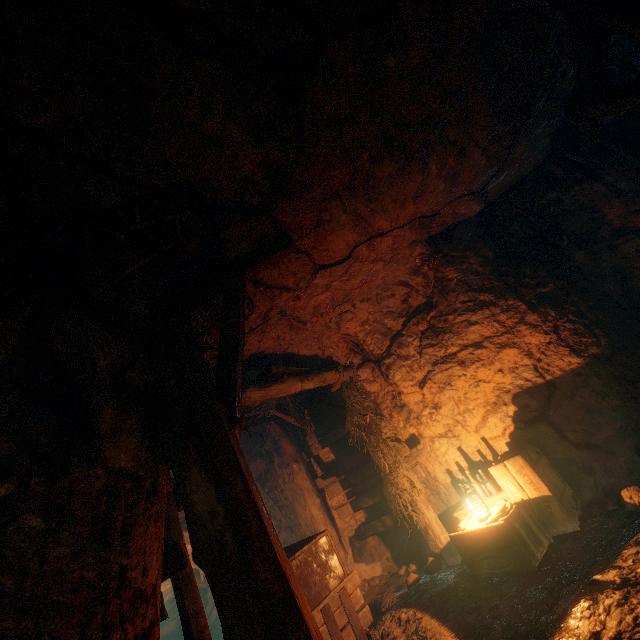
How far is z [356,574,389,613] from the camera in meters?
6.1 m

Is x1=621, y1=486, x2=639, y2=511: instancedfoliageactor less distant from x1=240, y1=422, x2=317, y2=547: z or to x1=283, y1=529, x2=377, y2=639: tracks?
x1=283, y1=529, x2=377, y2=639: tracks

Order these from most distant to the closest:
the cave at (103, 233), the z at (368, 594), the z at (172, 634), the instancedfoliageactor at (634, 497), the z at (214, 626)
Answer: the z at (172, 634) < the z at (214, 626) < the z at (368, 594) < the instancedfoliageactor at (634, 497) < the cave at (103, 233)

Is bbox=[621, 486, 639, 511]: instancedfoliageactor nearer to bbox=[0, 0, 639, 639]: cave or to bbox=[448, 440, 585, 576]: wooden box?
bbox=[0, 0, 639, 639]: cave

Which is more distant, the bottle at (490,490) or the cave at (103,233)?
the bottle at (490,490)

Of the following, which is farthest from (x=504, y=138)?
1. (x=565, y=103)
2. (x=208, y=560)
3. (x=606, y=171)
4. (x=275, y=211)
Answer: (x=208, y=560)

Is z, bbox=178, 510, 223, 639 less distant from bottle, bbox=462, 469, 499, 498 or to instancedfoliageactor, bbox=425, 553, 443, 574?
instancedfoliageactor, bbox=425, 553, 443, 574

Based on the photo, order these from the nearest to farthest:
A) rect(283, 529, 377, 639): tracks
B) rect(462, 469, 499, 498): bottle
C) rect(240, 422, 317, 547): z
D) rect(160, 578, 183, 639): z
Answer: rect(283, 529, 377, 639): tracks
rect(462, 469, 499, 498): bottle
rect(240, 422, 317, 547): z
rect(160, 578, 183, 639): z
